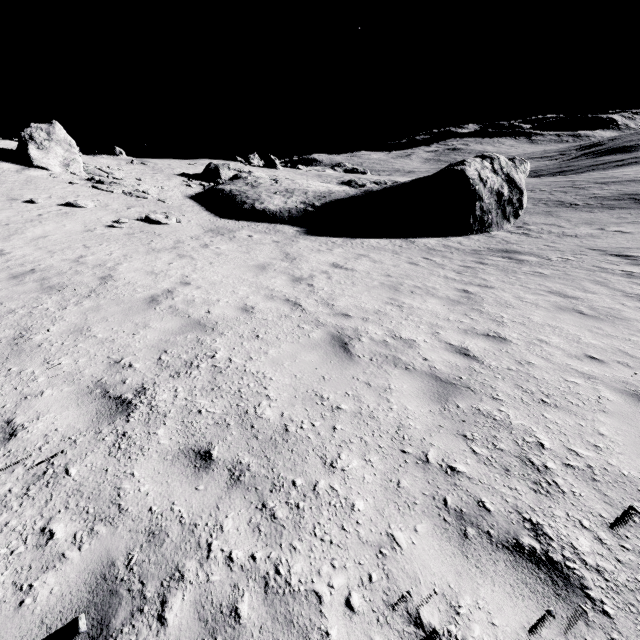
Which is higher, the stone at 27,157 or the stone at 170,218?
the stone at 27,157

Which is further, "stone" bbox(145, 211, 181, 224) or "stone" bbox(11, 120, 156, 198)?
"stone" bbox(11, 120, 156, 198)

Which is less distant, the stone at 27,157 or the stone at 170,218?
the stone at 170,218

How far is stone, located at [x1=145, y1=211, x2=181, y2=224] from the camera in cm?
1603

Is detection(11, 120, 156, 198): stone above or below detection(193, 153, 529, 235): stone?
above

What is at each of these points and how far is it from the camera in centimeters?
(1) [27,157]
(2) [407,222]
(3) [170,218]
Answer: (1) stone, 2086cm
(2) stone, 2152cm
(3) stone, 1650cm

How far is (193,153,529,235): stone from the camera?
21.2 meters

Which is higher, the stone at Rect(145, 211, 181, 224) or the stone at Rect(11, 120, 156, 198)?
the stone at Rect(11, 120, 156, 198)
